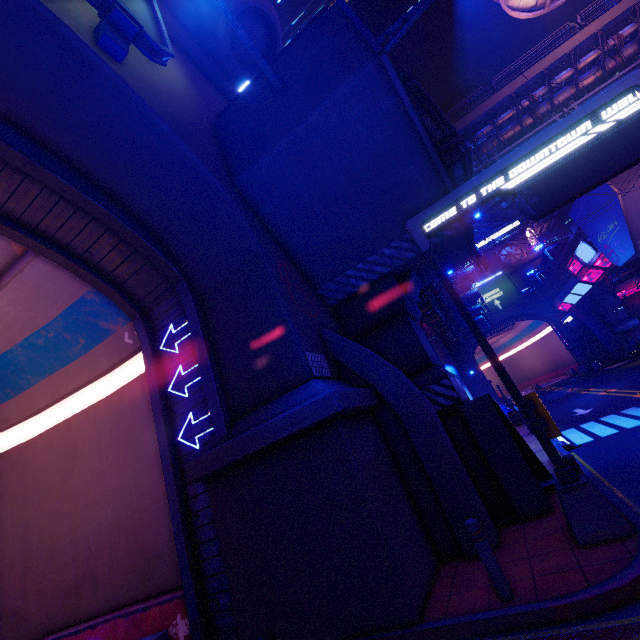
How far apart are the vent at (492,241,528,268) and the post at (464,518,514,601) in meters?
58.3

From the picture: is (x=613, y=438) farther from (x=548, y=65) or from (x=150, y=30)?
(x=548, y=65)

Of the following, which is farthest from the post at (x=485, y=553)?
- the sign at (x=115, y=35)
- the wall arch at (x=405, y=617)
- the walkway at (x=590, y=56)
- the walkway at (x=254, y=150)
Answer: the walkway at (x=590, y=56)

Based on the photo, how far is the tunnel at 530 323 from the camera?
50.9m

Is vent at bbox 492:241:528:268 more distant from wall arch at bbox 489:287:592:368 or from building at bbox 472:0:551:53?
building at bbox 472:0:551:53

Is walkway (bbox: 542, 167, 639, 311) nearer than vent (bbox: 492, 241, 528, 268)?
Yes

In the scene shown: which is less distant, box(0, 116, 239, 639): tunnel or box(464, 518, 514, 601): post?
box(464, 518, 514, 601): post

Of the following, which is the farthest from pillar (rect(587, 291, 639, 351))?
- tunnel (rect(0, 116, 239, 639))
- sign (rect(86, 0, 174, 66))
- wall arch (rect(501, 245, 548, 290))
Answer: sign (rect(86, 0, 174, 66))
